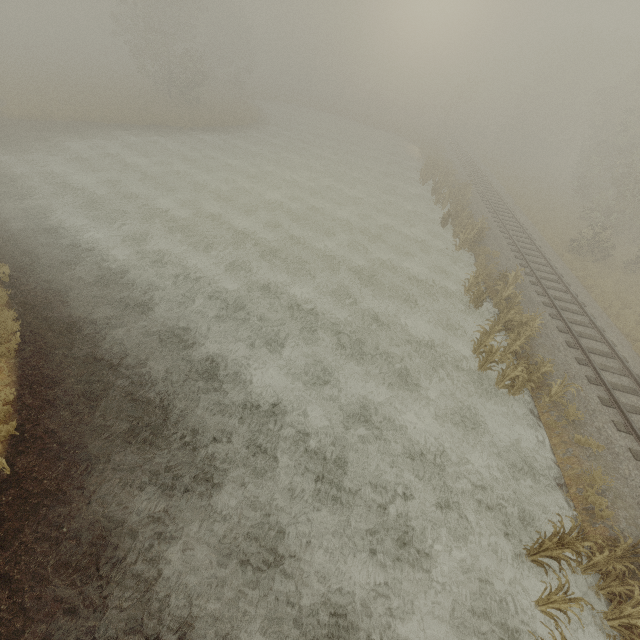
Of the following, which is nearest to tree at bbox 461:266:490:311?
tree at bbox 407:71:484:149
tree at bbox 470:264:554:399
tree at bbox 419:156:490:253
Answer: tree at bbox 470:264:554:399

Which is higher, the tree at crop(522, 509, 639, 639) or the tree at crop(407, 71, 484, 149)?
the tree at crop(407, 71, 484, 149)

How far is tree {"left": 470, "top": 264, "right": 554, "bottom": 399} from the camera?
11.3m

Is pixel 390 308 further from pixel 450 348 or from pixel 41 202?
pixel 41 202

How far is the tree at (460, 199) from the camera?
20.3m

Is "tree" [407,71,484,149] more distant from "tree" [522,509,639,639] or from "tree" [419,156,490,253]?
"tree" [522,509,639,639]

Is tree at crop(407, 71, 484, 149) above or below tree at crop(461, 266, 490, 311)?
above

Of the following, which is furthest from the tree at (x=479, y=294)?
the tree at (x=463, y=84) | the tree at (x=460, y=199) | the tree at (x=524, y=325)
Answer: the tree at (x=463, y=84)
